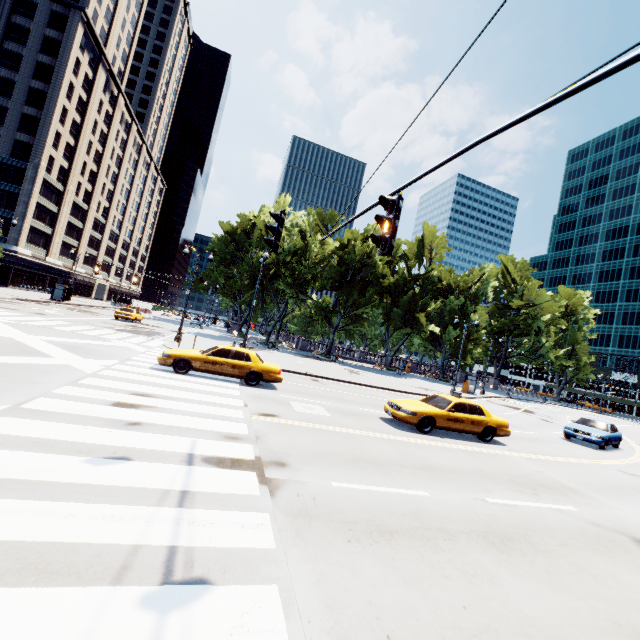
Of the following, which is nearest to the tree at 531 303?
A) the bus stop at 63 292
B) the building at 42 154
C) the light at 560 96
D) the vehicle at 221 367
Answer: the bus stop at 63 292

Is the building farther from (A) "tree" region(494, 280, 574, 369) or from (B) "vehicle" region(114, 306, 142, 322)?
(B) "vehicle" region(114, 306, 142, 322)

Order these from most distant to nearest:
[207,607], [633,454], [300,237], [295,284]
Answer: [300,237], [295,284], [633,454], [207,607]

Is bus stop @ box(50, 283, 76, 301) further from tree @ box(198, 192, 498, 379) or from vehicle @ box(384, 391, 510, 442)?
vehicle @ box(384, 391, 510, 442)

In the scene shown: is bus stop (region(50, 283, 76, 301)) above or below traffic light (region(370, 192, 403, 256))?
below

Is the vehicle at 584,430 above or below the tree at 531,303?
below

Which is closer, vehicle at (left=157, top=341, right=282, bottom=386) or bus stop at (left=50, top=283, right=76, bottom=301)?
vehicle at (left=157, top=341, right=282, bottom=386)

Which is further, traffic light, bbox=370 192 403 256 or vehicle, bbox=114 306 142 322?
vehicle, bbox=114 306 142 322
